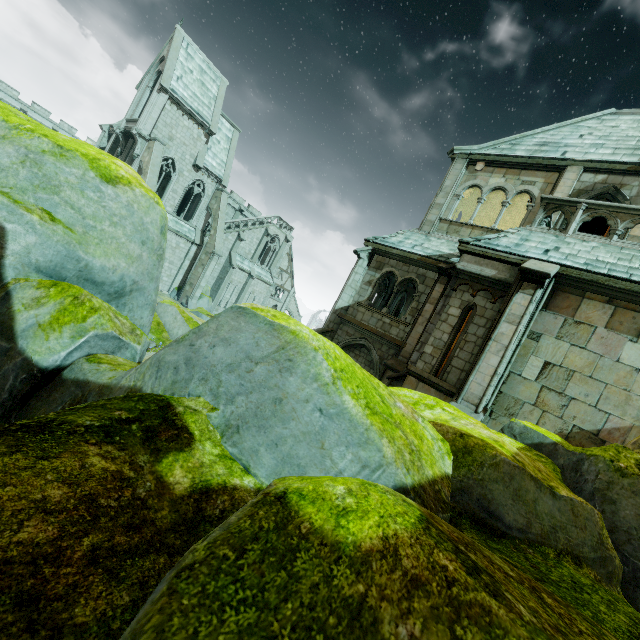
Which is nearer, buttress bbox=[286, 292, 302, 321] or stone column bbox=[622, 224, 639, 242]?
stone column bbox=[622, 224, 639, 242]

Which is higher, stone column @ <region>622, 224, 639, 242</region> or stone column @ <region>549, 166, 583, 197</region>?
stone column @ <region>549, 166, 583, 197</region>

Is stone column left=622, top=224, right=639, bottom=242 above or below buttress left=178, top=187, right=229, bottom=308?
above

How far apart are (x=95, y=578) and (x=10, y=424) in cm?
86

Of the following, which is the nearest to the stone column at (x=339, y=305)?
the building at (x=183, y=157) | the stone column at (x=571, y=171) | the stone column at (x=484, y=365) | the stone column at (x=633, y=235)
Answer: the stone column at (x=571, y=171)

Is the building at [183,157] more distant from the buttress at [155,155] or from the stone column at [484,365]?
the stone column at [484,365]

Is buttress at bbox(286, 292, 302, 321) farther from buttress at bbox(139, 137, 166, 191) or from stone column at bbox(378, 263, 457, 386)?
stone column at bbox(378, 263, 457, 386)

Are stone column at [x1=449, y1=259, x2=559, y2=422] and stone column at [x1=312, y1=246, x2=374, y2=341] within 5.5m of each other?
no
